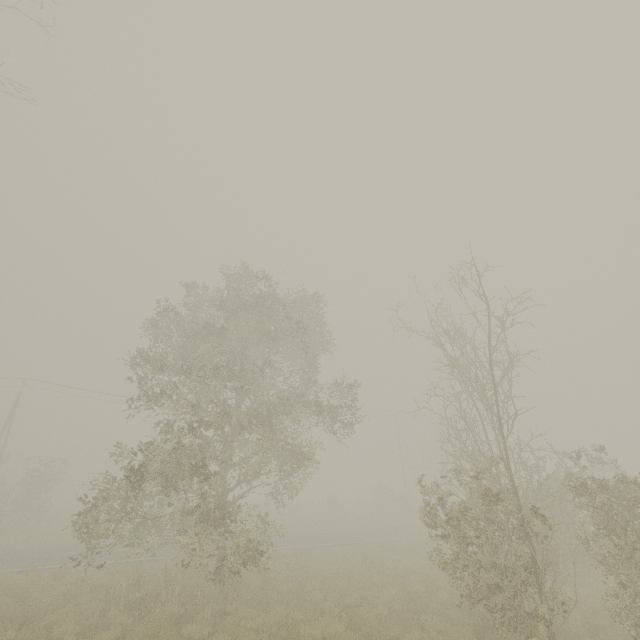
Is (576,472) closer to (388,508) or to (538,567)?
(538,567)
